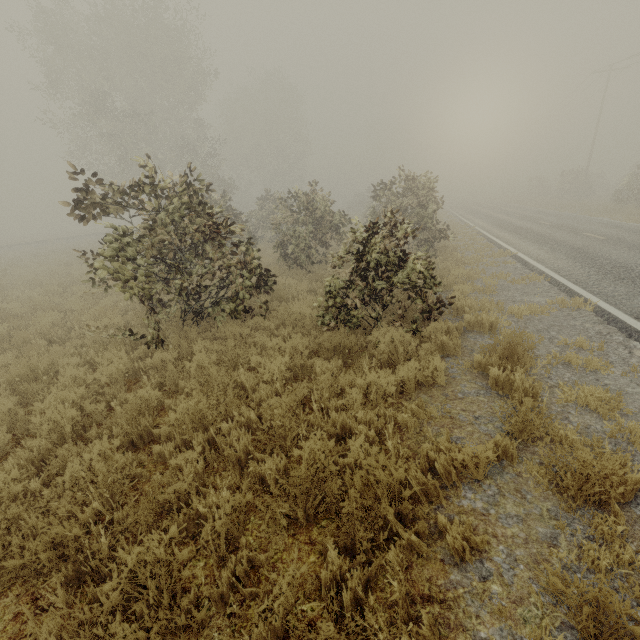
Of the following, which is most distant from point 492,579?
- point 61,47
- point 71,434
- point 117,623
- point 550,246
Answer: point 61,47
